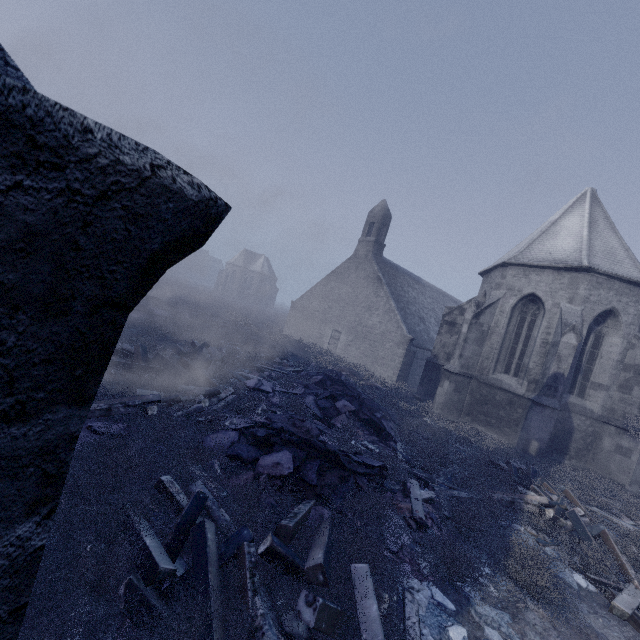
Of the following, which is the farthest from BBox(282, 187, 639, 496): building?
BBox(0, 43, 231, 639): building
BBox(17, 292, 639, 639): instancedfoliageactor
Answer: BBox(0, 43, 231, 639): building

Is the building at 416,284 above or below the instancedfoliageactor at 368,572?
above

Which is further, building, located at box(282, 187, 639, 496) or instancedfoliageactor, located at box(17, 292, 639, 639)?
building, located at box(282, 187, 639, 496)

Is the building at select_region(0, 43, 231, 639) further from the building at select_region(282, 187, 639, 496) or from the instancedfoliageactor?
the building at select_region(282, 187, 639, 496)

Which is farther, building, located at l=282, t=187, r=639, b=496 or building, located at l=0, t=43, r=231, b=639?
building, located at l=282, t=187, r=639, b=496

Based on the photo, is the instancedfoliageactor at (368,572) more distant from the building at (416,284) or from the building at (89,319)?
the building at (416,284)

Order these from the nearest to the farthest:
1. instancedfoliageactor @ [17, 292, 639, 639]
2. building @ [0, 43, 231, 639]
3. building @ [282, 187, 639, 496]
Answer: building @ [0, 43, 231, 639]
instancedfoliageactor @ [17, 292, 639, 639]
building @ [282, 187, 639, 496]

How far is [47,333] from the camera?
0.8m
